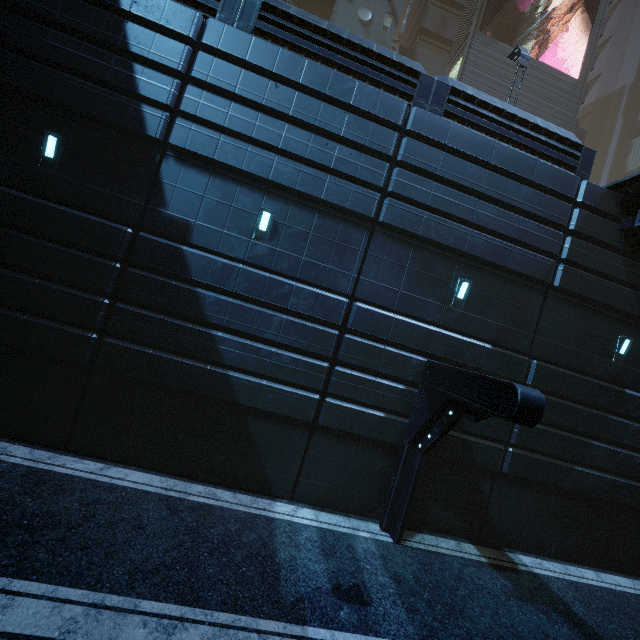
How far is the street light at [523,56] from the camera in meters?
13.1

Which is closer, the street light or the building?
the building

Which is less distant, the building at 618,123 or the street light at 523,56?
the building at 618,123

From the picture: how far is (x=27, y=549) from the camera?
5.2 meters

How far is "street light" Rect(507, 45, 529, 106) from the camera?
13.1m
